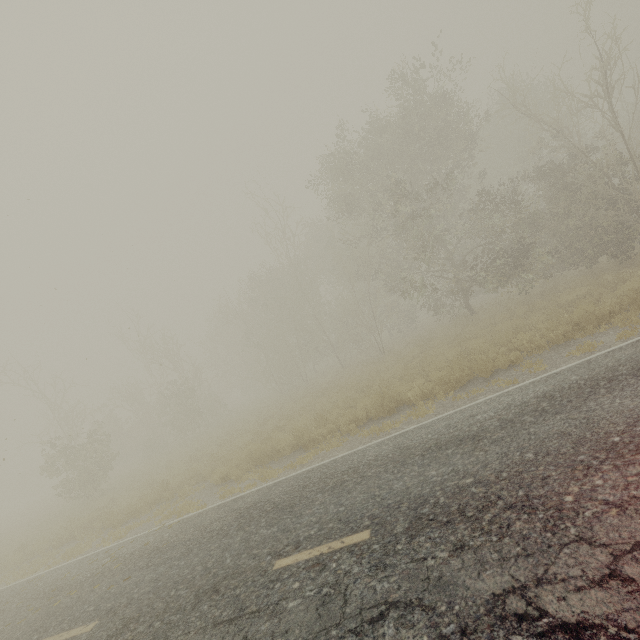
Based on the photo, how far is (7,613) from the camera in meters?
7.7
